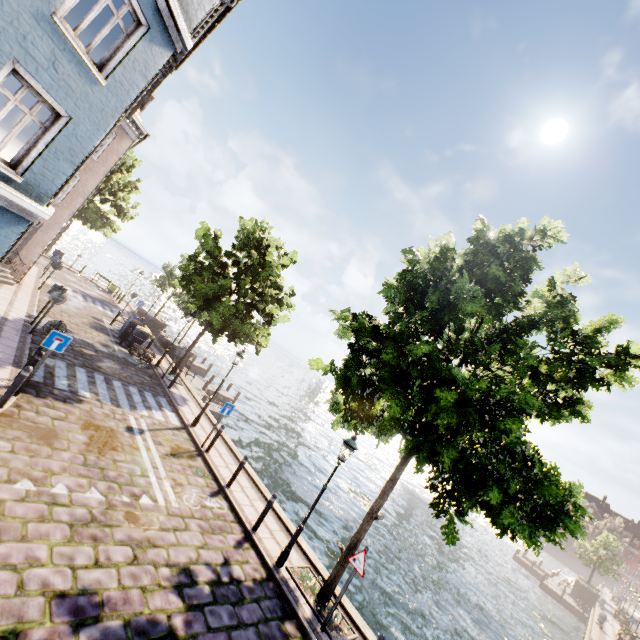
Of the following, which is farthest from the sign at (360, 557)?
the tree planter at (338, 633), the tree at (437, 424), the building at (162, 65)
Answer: the building at (162, 65)

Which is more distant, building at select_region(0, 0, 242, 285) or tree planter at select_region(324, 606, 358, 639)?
tree planter at select_region(324, 606, 358, 639)

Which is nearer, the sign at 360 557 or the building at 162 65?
the building at 162 65

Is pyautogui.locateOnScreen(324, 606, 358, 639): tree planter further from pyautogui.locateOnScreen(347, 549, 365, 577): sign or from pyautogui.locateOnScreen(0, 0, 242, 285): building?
pyautogui.locateOnScreen(0, 0, 242, 285): building

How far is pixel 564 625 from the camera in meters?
29.7 m

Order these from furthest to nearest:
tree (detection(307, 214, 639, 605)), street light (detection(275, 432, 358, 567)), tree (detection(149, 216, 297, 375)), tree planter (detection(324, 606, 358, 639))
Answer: tree (detection(149, 216, 297, 375))
street light (detection(275, 432, 358, 567))
tree planter (detection(324, 606, 358, 639))
tree (detection(307, 214, 639, 605))

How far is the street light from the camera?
8.3m

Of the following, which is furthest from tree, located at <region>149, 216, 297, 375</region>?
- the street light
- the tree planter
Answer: the street light
